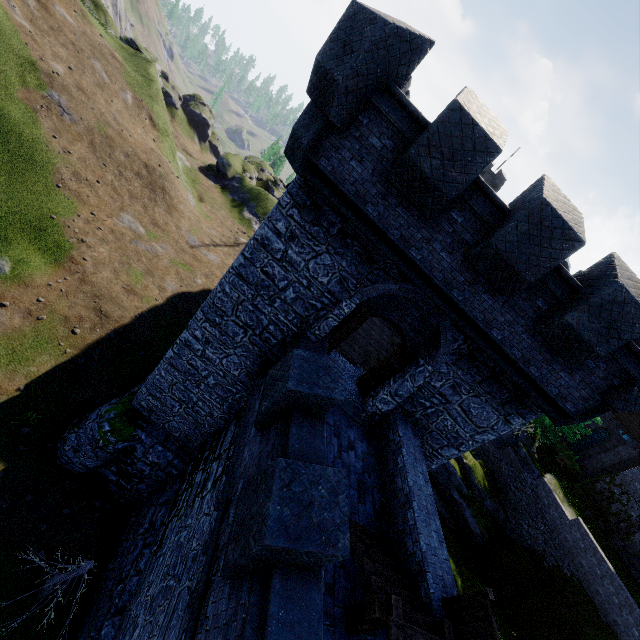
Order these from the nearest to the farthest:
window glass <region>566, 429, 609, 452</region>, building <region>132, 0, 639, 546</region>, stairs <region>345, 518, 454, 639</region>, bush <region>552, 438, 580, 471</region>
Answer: stairs <region>345, 518, 454, 639</region> < building <region>132, 0, 639, 546</region> < bush <region>552, 438, 580, 471</region> < window glass <region>566, 429, 609, 452</region>

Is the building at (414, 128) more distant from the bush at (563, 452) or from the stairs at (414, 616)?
the bush at (563, 452)

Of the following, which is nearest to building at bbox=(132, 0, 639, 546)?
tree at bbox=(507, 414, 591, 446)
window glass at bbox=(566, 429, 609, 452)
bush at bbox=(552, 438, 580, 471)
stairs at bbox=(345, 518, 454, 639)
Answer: stairs at bbox=(345, 518, 454, 639)

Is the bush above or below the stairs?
below

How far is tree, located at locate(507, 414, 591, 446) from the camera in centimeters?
2576cm

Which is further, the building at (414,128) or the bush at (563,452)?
the bush at (563,452)

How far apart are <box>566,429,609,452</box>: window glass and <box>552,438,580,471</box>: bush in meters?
1.6

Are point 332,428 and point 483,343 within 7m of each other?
yes
